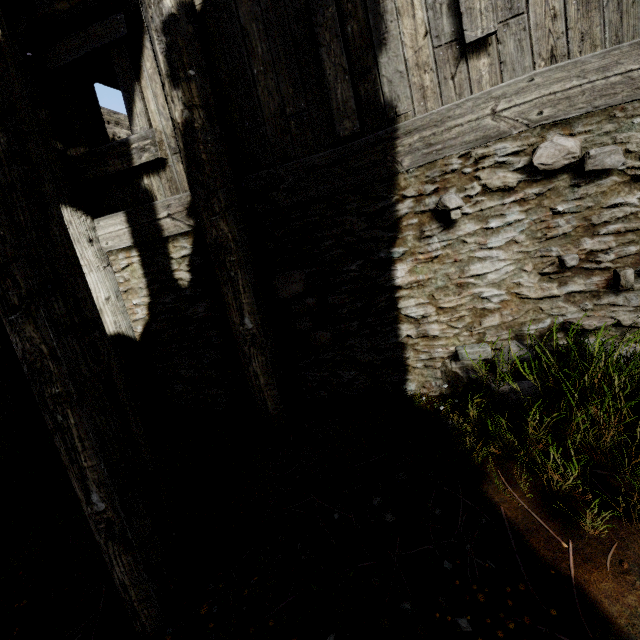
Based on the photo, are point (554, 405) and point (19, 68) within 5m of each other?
no
